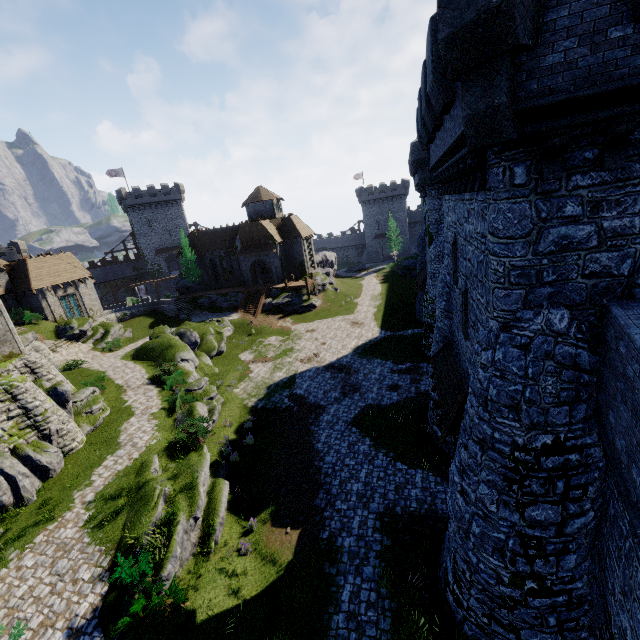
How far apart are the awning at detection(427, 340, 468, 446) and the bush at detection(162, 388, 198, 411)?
15.4 meters

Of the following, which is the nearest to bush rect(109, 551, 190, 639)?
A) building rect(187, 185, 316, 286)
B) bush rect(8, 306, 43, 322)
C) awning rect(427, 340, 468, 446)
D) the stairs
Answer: awning rect(427, 340, 468, 446)

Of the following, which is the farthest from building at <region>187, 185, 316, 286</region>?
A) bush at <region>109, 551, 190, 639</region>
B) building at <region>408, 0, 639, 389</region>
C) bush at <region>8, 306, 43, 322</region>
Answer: bush at <region>109, 551, 190, 639</region>

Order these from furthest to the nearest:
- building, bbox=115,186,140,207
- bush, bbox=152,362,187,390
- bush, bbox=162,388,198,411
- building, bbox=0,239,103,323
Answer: building, bbox=115,186,140,207, building, bbox=0,239,103,323, bush, bbox=152,362,187,390, bush, bbox=162,388,198,411

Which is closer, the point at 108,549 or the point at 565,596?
the point at 565,596

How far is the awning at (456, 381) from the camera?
11.2 meters

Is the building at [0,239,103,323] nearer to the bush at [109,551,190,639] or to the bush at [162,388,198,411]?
the bush at [162,388,198,411]

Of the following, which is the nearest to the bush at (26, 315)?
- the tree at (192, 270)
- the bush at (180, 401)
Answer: the tree at (192, 270)
